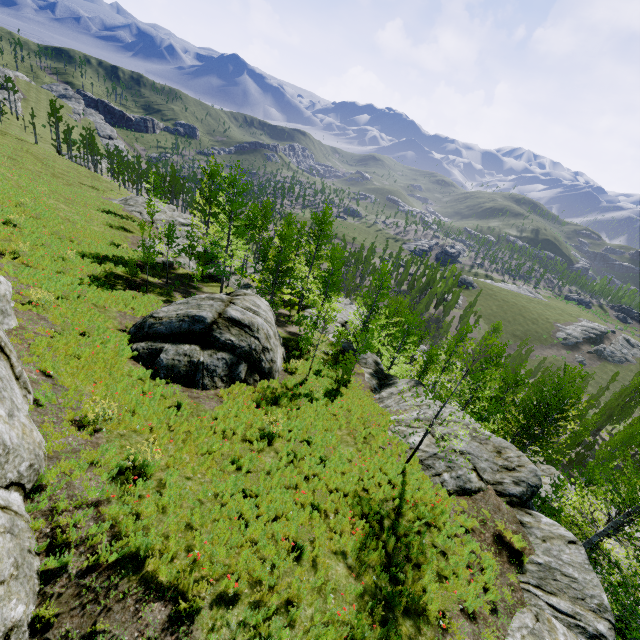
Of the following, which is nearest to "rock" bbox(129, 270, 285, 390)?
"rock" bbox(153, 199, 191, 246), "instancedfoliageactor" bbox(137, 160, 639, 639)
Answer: "instancedfoliageactor" bbox(137, 160, 639, 639)

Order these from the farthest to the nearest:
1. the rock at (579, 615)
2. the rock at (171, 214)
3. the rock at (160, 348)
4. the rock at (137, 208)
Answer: the rock at (137, 208)
the rock at (171, 214)
the rock at (160, 348)
the rock at (579, 615)

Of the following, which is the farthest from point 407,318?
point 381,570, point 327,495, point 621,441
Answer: point 381,570

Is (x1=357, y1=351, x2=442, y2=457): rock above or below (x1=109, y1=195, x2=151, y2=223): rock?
above

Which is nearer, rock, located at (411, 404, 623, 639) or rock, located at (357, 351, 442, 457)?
rock, located at (411, 404, 623, 639)

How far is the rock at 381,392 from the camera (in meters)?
14.46

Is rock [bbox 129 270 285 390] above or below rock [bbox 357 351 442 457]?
above

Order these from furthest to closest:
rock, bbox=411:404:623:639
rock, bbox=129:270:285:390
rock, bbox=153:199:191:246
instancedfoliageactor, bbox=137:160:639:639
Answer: rock, bbox=153:199:191:246, rock, bbox=129:270:285:390, instancedfoliageactor, bbox=137:160:639:639, rock, bbox=411:404:623:639
